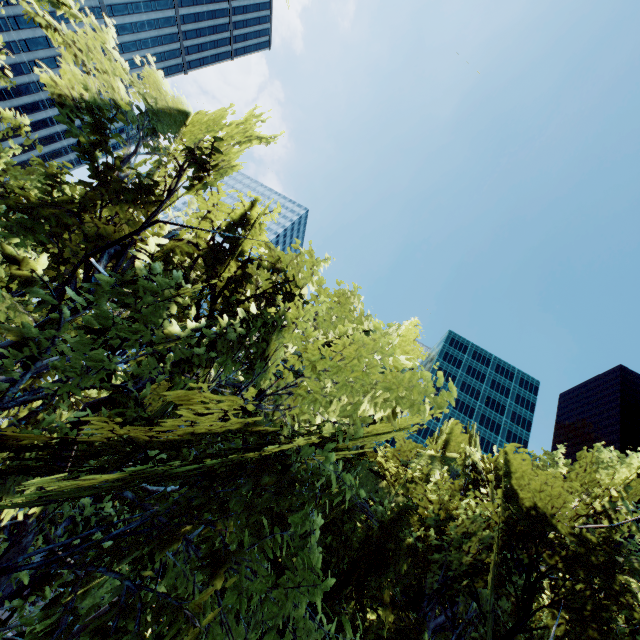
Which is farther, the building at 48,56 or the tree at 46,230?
the building at 48,56

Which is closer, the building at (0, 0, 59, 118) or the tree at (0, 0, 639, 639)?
the tree at (0, 0, 639, 639)

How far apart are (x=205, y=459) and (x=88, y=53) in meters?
9.0

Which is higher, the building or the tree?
the building

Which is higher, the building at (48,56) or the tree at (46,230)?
the building at (48,56)
